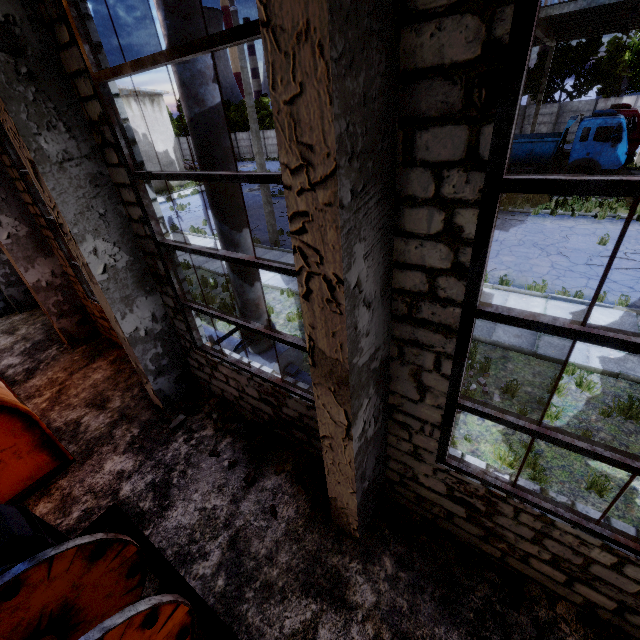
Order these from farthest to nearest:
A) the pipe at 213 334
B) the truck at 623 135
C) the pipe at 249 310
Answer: the truck at 623 135 < the pipe at 213 334 < the pipe at 249 310

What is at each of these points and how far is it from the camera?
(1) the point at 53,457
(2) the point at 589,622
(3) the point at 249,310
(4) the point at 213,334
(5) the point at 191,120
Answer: (1) cable machine, 5.60m
(2) concrete debris, 3.48m
(3) pipe, 6.22m
(4) pipe, 8.00m
(5) pipe, 4.54m

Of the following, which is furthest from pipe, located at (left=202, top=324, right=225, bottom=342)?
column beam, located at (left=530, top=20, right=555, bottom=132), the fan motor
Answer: column beam, located at (left=530, top=20, right=555, bottom=132)

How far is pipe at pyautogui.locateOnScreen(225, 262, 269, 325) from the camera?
5.8m

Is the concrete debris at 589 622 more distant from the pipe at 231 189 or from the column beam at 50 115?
the column beam at 50 115

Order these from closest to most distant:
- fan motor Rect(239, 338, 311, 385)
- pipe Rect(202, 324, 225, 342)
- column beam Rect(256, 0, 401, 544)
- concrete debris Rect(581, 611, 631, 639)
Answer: column beam Rect(256, 0, 401, 544) < concrete debris Rect(581, 611, 631, 639) < fan motor Rect(239, 338, 311, 385) < pipe Rect(202, 324, 225, 342)

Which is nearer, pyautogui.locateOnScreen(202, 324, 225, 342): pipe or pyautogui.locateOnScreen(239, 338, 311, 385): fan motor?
pyautogui.locateOnScreen(239, 338, 311, 385): fan motor

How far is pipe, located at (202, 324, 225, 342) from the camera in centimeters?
789cm
